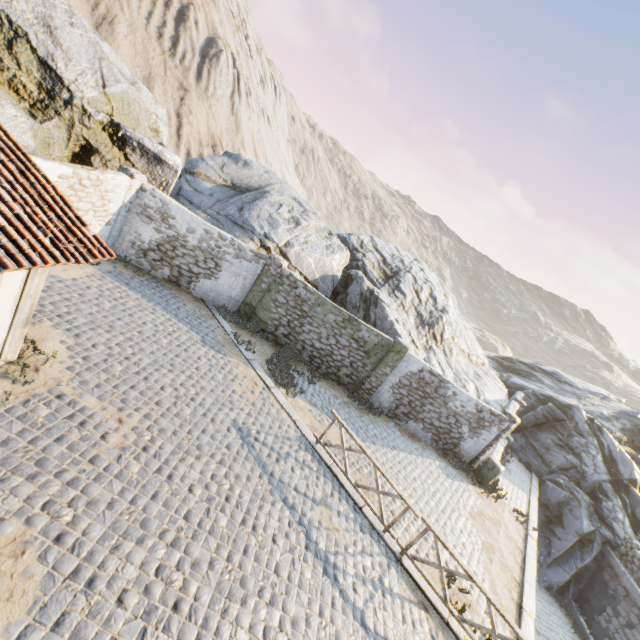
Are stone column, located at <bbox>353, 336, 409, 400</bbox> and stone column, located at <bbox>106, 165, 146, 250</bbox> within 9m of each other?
no

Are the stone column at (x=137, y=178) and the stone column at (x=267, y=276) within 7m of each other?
yes

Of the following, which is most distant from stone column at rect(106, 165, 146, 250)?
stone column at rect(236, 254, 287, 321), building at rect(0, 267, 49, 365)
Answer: building at rect(0, 267, 49, 365)

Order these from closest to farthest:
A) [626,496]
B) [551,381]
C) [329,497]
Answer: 1. [329,497]
2. [626,496]
3. [551,381]

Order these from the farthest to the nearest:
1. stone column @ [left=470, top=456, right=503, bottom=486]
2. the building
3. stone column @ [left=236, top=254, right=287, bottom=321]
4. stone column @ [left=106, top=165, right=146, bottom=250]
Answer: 1. stone column @ [left=470, top=456, right=503, bottom=486]
2. stone column @ [left=236, top=254, right=287, bottom=321]
3. stone column @ [left=106, top=165, right=146, bottom=250]
4. the building

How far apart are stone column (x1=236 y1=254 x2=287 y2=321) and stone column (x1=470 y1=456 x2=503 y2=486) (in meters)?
11.38

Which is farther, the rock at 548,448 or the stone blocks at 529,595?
the rock at 548,448

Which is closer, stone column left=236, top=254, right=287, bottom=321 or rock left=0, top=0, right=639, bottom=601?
rock left=0, top=0, right=639, bottom=601
